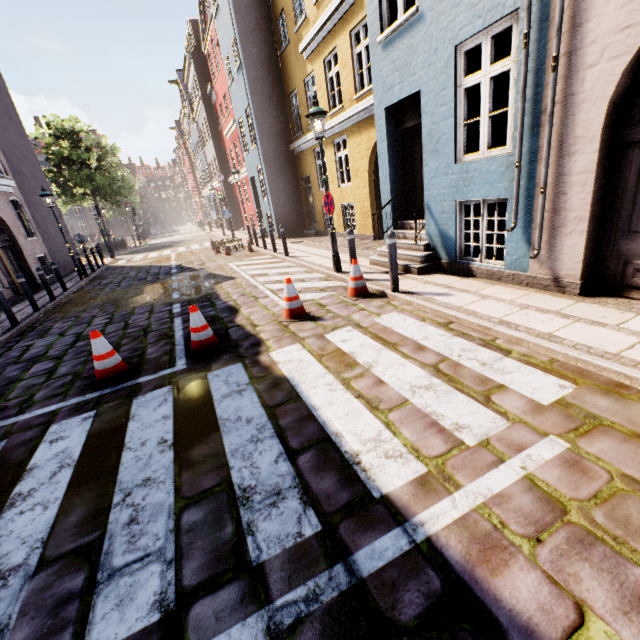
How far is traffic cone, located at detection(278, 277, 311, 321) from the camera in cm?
571

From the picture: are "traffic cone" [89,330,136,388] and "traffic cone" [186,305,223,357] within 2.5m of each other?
yes

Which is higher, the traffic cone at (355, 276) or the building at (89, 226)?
the building at (89, 226)

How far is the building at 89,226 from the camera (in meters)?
20.22

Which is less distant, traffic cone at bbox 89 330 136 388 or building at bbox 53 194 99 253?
traffic cone at bbox 89 330 136 388

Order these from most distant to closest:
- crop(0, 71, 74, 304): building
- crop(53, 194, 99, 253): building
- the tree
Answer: the tree → crop(53, 194, 99, 253): building → crop(0, 71, 74, 304): building

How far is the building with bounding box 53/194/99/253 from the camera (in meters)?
20.22

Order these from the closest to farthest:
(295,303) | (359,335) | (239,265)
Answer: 1. (359,335)
2. (295,303)
3. (239,265)
